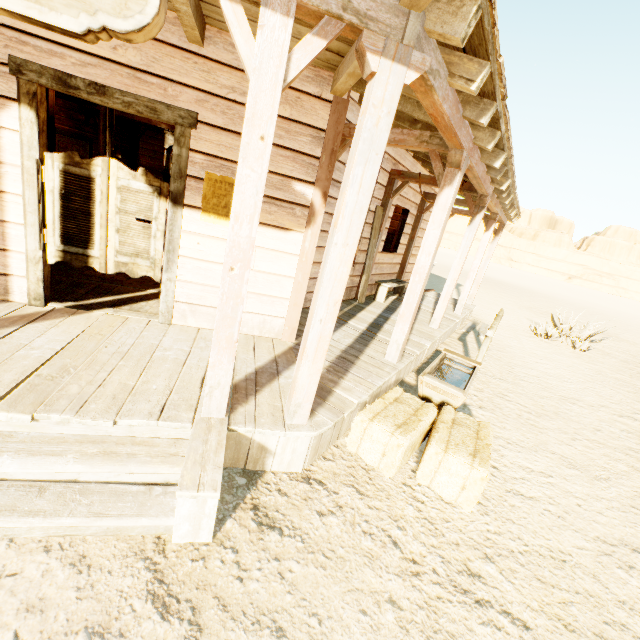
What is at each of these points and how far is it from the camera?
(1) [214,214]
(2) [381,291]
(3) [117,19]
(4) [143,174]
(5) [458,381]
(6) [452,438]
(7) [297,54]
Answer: (1) poster, 3.46m
(2) bench, 7.61m
(3) sign, 1.37m
(4) door, 3.23m
(5) trough, 5.05m
(6) hay bale, 2.98m
(7) building, 1.77m

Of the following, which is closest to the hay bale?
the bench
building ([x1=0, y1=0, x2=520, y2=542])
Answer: building ([x1=0, y1=0, x2=520, y2=542])

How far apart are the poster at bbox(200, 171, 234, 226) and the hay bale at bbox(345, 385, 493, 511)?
2.42m

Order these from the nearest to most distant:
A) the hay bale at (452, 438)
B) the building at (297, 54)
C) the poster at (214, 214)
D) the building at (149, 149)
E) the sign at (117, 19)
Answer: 1. the sign at (117, 19)
2. the building at (297, 54)
3. the hay bale at (452, 438)
4. the poster at (214, 214)
5. the building at (149, 149)

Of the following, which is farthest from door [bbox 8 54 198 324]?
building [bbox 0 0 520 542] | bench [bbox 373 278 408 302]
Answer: bench [bbox 373 278 408 302]

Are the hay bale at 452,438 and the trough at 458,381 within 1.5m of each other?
yes

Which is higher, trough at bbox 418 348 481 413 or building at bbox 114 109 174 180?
building at bbox 114 109 174 180

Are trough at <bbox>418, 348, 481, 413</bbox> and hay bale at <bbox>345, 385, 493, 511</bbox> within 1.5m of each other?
yes
